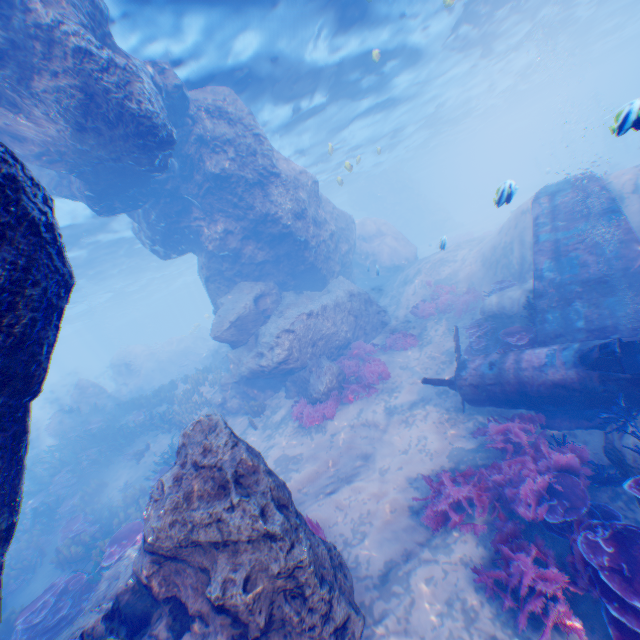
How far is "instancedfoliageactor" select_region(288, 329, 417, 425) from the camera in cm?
1163

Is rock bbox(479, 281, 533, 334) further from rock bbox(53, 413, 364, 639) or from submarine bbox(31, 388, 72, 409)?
submarine bbox(31, 388, 72, 409)

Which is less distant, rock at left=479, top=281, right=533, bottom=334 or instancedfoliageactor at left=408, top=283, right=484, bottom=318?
rock at left=479, top=281, right=533, bottom=334

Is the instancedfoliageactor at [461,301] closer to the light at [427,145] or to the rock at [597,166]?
the light at [427,145]

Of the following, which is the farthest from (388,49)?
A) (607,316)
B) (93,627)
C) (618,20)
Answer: (618,20)

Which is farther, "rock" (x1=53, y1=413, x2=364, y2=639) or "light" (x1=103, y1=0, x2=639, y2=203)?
"light" (x1=103, y1=0, x2=639, y2=203)

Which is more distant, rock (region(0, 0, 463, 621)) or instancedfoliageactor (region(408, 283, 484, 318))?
instancedfoliageactor (region(408, 283, 484, 318))

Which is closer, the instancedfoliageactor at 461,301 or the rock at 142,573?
the rock at 142,573
